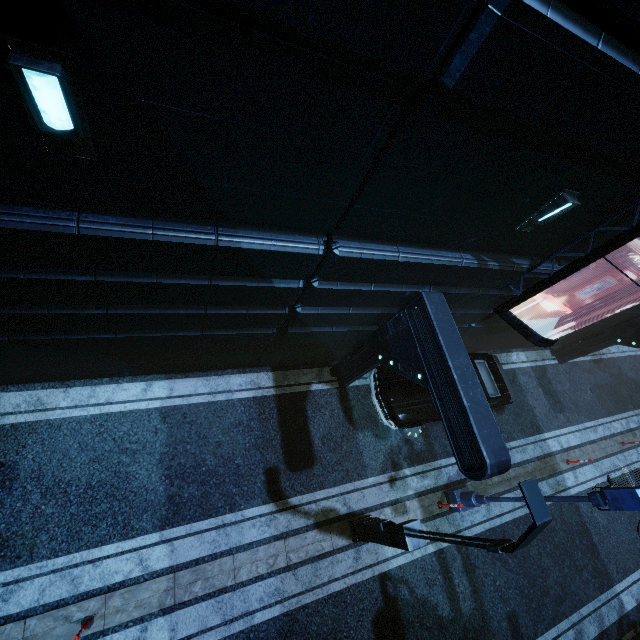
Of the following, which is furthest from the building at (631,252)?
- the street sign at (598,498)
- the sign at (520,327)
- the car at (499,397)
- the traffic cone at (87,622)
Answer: the traffic cone at (87,622)

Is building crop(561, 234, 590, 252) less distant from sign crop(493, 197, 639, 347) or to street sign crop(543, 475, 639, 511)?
sign crop(493, 197, 639, 347)

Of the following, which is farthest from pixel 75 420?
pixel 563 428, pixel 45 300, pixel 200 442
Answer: pixel 563 428

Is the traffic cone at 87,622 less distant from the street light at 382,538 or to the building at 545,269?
the building at 545,269

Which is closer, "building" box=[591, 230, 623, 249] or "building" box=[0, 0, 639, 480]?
"building" box=[0, 0, 639, 480]

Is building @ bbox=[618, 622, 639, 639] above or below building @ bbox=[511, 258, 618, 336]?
below

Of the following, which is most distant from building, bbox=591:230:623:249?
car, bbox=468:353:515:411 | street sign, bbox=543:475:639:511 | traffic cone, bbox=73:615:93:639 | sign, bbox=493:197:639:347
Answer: traffic cone, bbox=73:615:93:639

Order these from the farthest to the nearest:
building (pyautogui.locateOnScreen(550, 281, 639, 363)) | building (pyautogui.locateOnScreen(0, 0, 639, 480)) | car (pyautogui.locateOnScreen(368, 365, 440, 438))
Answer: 1. building (pyautogui.locateOnScreen(550, 281, 639, 363))
2. car (pyautogui.locateOnScreen(368, 365, 440, 438))
3. building (pyautogui.locateOnScreen(0, 0, 639, 480))
